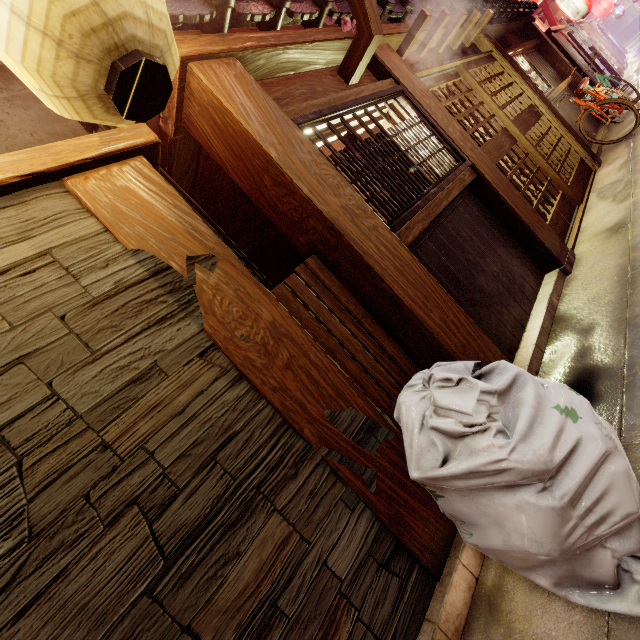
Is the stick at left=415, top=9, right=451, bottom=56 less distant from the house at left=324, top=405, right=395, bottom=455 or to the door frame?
the door frame

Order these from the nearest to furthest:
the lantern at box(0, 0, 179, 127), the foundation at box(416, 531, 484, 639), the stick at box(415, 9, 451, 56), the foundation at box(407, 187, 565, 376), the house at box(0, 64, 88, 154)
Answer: the lantern at box(0, 0, 179, 127)
the foundation at box(416, 531, 484, 639)
the house at box(0, 64, 88, 154)
the foundation at box(407, 187, 565, 376)
the stick at box(415, 9, 451, 56)

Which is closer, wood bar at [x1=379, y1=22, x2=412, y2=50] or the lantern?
the lantern

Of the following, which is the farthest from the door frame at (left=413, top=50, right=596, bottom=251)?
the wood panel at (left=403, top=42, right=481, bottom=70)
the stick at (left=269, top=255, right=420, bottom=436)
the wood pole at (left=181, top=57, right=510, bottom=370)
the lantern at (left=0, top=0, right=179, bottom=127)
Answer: the lantern at (left=0, top=0, right=179, bottom=127)

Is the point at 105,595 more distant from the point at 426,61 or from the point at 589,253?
the point at 426,61

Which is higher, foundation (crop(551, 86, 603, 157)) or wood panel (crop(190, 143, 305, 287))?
wood panel (crop(190, 143, 305, 287))

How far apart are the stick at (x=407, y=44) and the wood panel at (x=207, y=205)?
5.3 meters

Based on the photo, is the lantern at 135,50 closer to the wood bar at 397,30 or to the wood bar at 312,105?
the wood bar at 397,30
